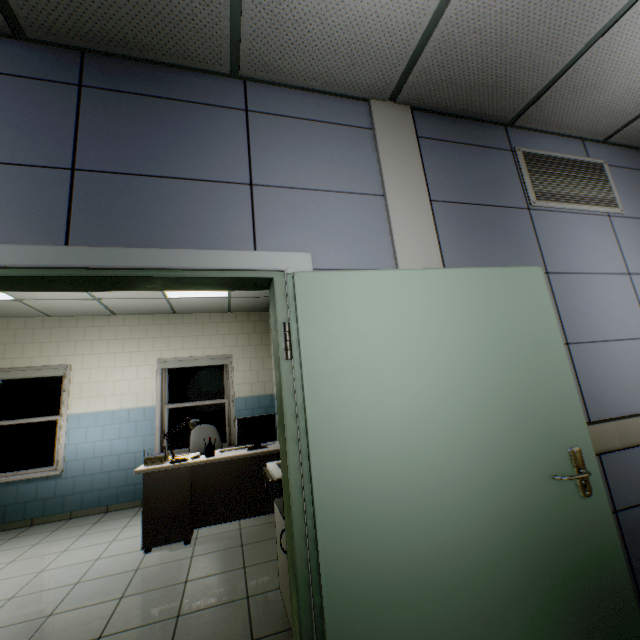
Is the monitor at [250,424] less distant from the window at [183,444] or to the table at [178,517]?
the table at [178,517]

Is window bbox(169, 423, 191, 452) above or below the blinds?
below

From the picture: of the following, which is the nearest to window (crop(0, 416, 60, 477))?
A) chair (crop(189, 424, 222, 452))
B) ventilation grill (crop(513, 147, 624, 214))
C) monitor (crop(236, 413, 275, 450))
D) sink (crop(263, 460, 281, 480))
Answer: chair (crop(189, 424, 222, 452))

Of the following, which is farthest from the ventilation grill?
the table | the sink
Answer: the table

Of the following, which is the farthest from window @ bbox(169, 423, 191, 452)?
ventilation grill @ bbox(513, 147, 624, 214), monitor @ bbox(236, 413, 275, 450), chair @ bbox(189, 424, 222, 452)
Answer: ventilation grill @ bbox(513, 147, 624, 214)

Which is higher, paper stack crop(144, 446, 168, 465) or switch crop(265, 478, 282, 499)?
switch crop(265, 478, 282, 499)

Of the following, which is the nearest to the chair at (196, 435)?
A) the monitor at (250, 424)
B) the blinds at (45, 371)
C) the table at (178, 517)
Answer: the table at (178, 517)

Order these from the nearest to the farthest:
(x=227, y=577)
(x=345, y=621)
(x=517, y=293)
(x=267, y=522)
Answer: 1. (x=345, y=621)
2. (x=517, y=293)
3. (x=227, y=577)
4. (x=267, y=522)
